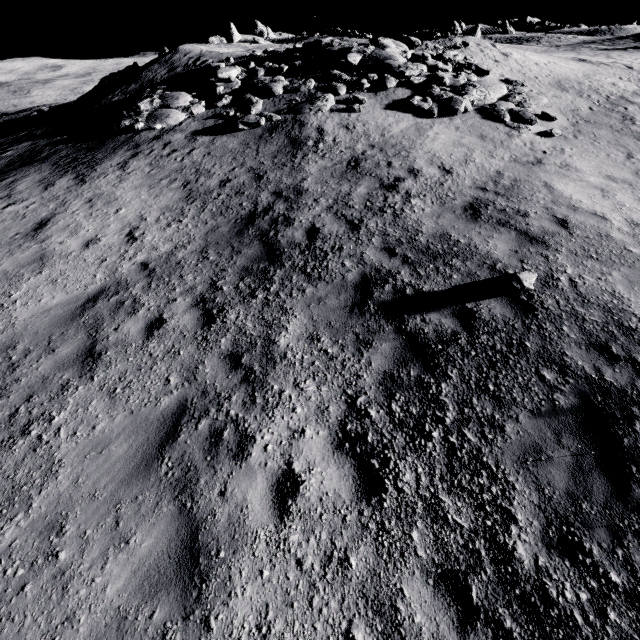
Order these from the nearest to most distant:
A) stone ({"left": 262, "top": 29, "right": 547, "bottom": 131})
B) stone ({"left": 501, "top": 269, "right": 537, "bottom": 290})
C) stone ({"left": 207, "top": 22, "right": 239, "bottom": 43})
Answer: stone ({"left": 501, "top": 269, "right": 537, "bottom": 290}) → stone ({"left": 262, "top": 29, "right": 547, "bottom": 131}) → stone ({"left": 207, "top": 22, "right": 239, "bottom": 43})

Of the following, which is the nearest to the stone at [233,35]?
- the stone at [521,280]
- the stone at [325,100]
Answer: the stone at [325,100]

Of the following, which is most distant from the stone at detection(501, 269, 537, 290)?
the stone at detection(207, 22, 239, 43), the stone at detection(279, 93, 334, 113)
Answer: the stone at detection(207, 22, 239, 43)

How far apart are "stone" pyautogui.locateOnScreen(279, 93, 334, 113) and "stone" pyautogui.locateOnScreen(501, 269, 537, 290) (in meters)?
10.43

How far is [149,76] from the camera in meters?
18.8

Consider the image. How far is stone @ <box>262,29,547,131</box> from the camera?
12.55m

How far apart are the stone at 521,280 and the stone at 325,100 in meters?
10.4 m

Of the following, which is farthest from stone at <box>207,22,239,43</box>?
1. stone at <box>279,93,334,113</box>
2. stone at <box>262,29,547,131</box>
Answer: stone at <box>279,93,334,113</box>
